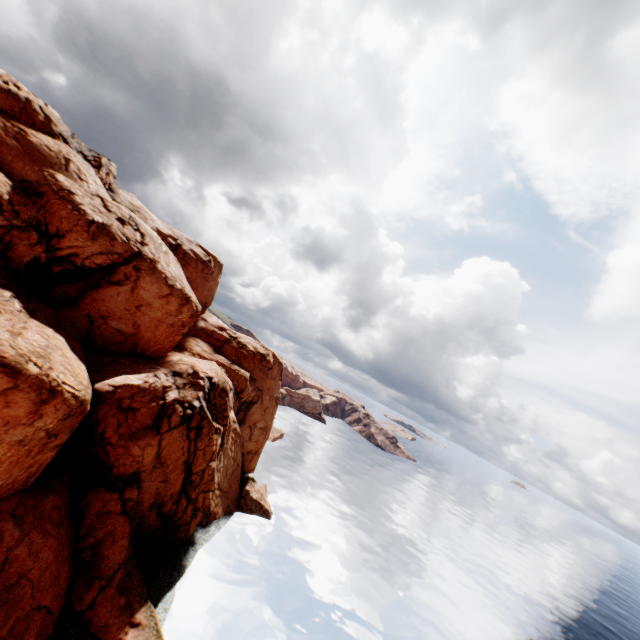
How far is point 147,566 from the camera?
26.4m
